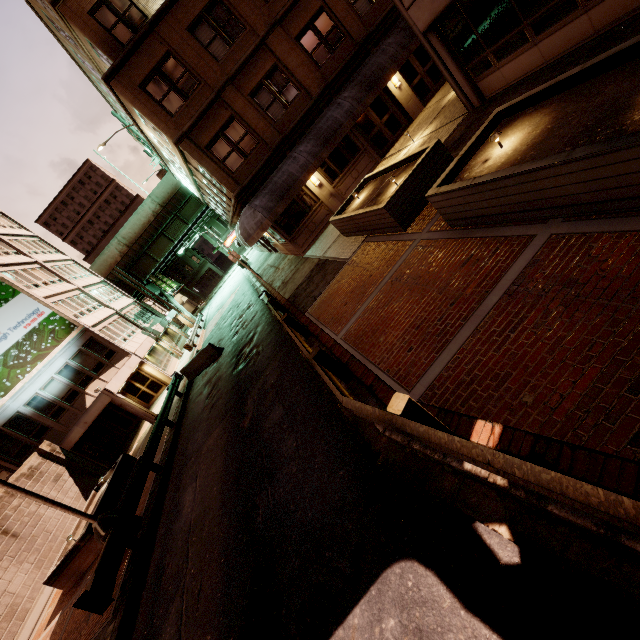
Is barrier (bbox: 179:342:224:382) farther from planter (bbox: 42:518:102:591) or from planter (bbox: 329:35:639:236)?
planter (bbox: 329:35:639:236)

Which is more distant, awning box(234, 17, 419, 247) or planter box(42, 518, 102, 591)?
awning box(234, 17, 419, 247)

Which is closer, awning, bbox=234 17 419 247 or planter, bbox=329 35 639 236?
planter, bbox=329 35 639 236

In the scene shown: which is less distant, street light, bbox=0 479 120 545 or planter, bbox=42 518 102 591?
street light, bbox=0 479 120 545

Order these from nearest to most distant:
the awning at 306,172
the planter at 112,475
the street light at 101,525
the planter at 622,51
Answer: the planter at 622,51, the street light at 101,525, the planter at 112,475, the awning at 306,172

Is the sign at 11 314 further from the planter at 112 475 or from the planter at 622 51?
the planter at 622 51

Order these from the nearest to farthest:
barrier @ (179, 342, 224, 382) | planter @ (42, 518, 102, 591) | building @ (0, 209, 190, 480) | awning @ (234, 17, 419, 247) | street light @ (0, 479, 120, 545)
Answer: street light @ (0, 479, 120, 545) → planter @ (42, 518, 102, 591) → awning @ (234, 17, 419, 247) → barrier @ (179, 342, 224, 382) → building @ (0, 209, 190, 480)

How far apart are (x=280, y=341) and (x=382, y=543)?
8.72m
